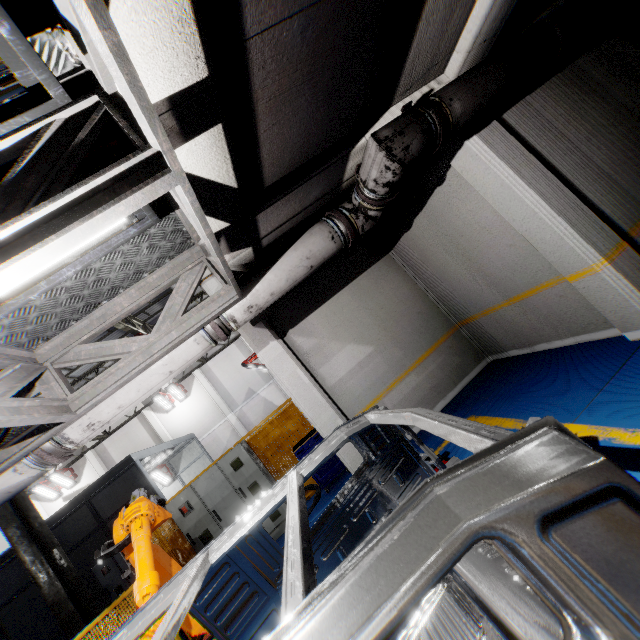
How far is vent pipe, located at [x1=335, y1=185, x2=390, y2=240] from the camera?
3.91m

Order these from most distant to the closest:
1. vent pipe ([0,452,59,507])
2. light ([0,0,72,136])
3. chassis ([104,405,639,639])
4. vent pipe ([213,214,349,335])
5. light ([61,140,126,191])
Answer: vent pipe ([213,214,349,335]), vent pipe ([0,452,59,507]), light ([61,140,126,191]), light ([0,0,72,136]), chassis ([104,405,639,639])

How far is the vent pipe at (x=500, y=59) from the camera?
3.13m

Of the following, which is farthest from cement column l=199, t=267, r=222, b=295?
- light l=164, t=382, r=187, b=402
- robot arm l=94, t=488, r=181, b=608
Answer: light l=164, t=382, r=187, b=402

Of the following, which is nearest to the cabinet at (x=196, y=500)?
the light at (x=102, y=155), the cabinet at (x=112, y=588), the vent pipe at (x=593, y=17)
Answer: the cabinet at (x=112, y=588)

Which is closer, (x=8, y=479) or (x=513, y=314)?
(x=8, y=479)

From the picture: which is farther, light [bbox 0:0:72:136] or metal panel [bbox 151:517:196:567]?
metal panel [bbox 151:517:196:567]

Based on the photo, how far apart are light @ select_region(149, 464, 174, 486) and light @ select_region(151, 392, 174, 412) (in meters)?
3.55
